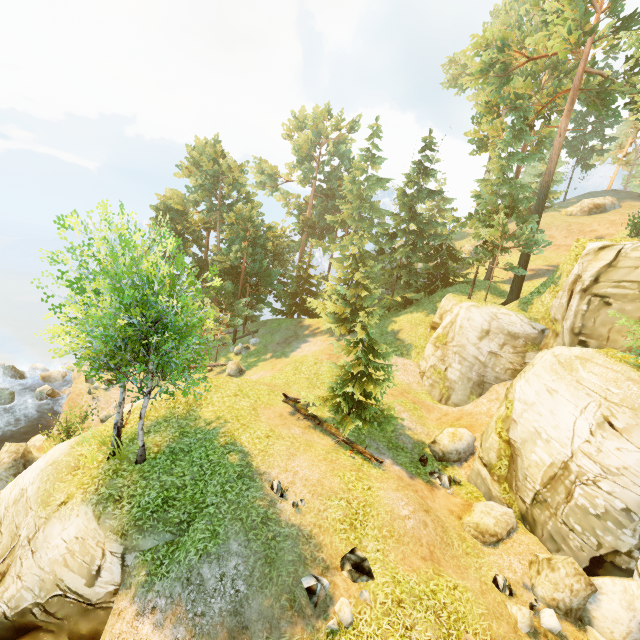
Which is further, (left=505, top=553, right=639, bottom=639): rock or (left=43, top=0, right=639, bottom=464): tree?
(left=43, top=0, right=639, bottom=464): tree

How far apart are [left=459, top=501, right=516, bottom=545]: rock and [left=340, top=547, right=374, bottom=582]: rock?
4.7 meters

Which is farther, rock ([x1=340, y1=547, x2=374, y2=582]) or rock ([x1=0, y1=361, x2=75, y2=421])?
rock ([x1=0, y1=361, x2=75, y2=421])

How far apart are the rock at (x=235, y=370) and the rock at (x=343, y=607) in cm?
1943

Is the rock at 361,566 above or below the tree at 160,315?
below

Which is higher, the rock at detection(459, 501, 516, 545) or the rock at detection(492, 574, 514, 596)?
the rock at detection(459, 501, 516, 545)

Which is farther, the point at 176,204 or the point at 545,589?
the point at 176,204

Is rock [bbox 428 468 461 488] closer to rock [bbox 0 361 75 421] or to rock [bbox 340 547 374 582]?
rock [bbox 340 547 374 582]
